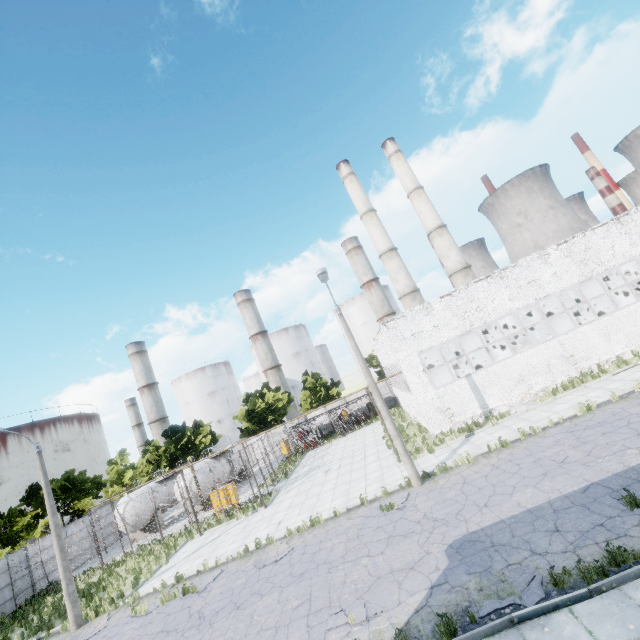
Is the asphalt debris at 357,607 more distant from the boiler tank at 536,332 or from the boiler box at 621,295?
the boiler box at 621,295

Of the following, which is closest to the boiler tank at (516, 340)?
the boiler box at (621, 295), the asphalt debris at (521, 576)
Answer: the boiler box at (621, 295)

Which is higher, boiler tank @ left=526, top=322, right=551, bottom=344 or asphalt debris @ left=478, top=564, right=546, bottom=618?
boiler tank @ left=526, top=322, right=551, bottom=344

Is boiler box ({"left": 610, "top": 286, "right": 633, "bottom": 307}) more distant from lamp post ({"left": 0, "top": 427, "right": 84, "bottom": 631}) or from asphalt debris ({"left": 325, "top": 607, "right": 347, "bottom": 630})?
lamp post ({"left": 0, "top": 427, "right": 84, "bottom": 631})

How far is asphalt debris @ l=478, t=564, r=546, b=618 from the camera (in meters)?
6.42

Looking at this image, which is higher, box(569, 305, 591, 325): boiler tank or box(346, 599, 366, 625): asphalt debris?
box(569, 305, 591, 325): boiler tank

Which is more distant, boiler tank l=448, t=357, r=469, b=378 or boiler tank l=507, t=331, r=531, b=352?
boiler tank l=507, t=331, r=531, b=352

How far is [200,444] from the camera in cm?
4338
